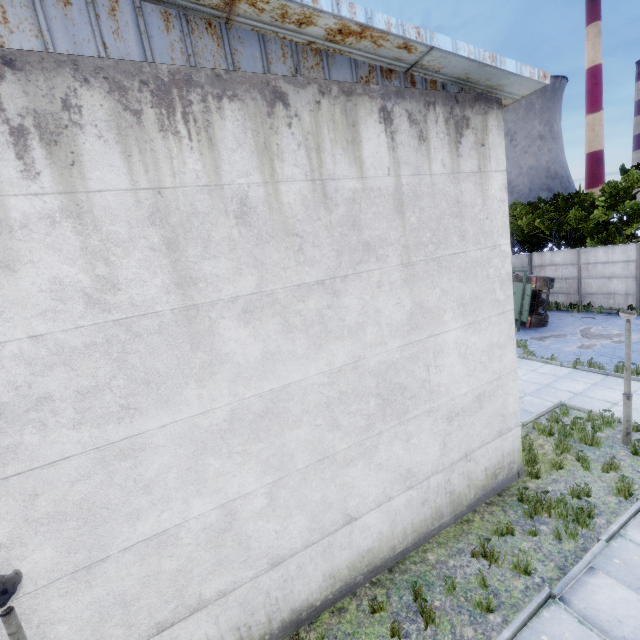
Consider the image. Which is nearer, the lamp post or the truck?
the lamp post

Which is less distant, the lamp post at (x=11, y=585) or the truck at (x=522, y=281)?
the lamp post at (x=11, y=585)

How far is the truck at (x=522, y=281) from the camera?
16.91m

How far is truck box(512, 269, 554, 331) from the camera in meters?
16.9

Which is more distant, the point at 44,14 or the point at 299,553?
the point at 299,553

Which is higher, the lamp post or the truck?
the lamp post
